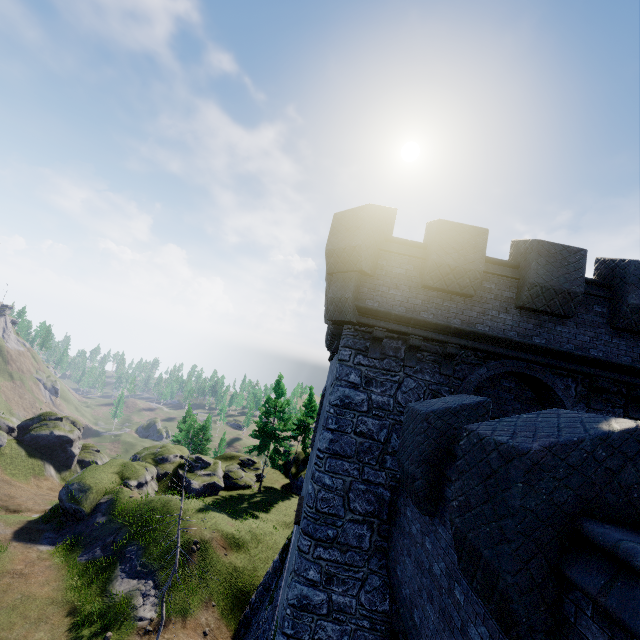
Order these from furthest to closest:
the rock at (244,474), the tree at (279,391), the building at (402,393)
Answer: the tree at (279,391)
the rock at (244,474)
the building at (402,393)

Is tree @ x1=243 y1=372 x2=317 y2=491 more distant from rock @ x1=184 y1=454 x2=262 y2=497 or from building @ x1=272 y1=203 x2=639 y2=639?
building @ x1=272 y1=203 x2=639 y2=639

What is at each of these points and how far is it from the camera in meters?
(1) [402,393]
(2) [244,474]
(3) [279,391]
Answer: (1) building, 8.7
(2) rock, 36.7
(3) tree, 35.5

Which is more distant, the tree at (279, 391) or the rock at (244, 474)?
the tree at (279, 391)

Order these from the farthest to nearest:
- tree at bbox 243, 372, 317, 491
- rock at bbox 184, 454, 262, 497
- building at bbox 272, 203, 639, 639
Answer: tree at bbox 243, 372, 317, 491 → rock at bbox 184, 454, 262, 497 → building at bbox 272, 203, 639, 639

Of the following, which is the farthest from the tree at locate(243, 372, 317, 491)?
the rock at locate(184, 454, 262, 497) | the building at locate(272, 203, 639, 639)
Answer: the building at locate(272, 203, 639, 639)
